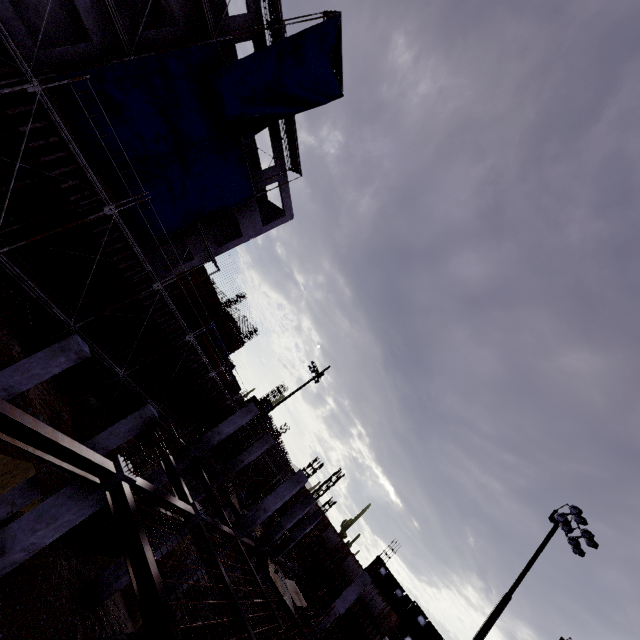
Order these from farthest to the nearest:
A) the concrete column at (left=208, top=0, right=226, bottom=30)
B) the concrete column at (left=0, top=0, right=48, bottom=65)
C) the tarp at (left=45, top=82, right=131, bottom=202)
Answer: the concrete column at (left=208, top=0, right=226, bottom=30), the tarp at (left=45, top=82, right=131, bottom=202), the concrete column at (left=0, top=0, right=48, bottom=65)

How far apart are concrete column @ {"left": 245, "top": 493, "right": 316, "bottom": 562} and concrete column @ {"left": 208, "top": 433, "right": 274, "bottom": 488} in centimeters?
432cm

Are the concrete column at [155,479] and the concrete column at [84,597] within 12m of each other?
yes

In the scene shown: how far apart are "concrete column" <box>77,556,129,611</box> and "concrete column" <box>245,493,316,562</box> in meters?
9.3

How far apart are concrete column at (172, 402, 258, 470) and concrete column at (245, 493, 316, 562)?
6.2m

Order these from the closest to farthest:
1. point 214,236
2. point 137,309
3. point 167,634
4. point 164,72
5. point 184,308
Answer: point 167,634
point 164,72
point 137,309
point 184,308
point 214,236

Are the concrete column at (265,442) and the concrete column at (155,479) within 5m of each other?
yes

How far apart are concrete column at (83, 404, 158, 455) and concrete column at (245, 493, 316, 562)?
10.4m
